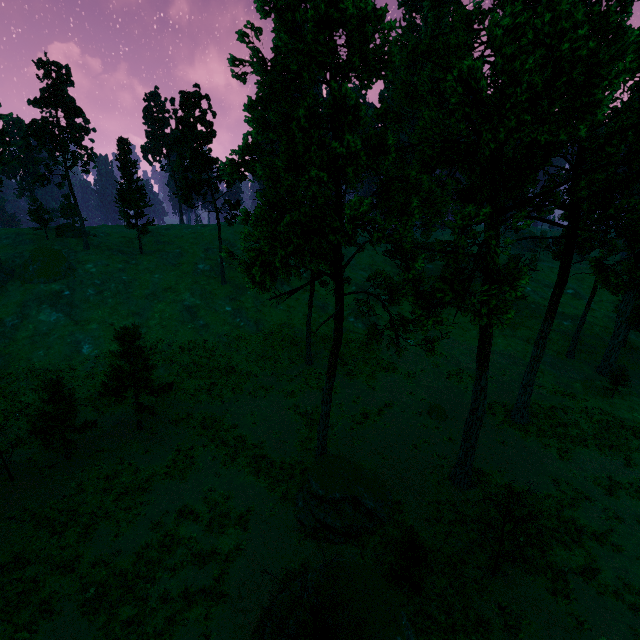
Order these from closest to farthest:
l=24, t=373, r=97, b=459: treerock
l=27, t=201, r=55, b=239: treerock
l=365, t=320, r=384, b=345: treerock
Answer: l=365, t=320, r=384, b=345: treerock, l=24, t=373, r=97, b=459: treerock, l=27, t=201, r=55, b=239: treerock

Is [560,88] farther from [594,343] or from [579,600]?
[594,343]

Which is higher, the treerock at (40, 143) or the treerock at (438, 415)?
the treerock at (40, 143)

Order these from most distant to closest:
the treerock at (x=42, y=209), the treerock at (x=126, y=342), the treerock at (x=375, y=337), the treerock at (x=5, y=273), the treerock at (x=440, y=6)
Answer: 1. the treerock at (x=42, y=209)
2. the treerock at (x=5, y=273)
3. the treerock at (x=126, y=342)
4. the treerock at (x=375, y=337)
5. the treerock at (x=440, y=6)

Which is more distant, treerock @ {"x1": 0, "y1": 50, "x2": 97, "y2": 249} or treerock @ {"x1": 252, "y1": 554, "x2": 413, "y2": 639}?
treerock @ {"x1": 0, "y1": 50, "x2": 97, "y2": 249}

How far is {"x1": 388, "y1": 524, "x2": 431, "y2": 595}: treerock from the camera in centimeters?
1469cm
